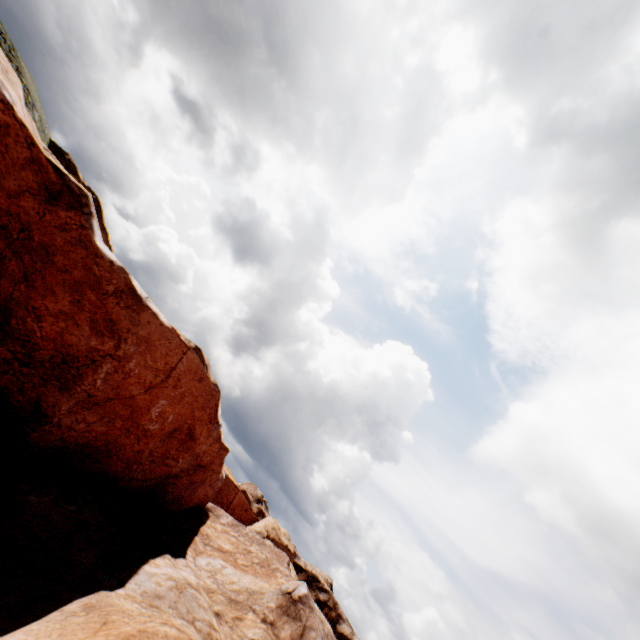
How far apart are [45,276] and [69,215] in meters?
2.6
